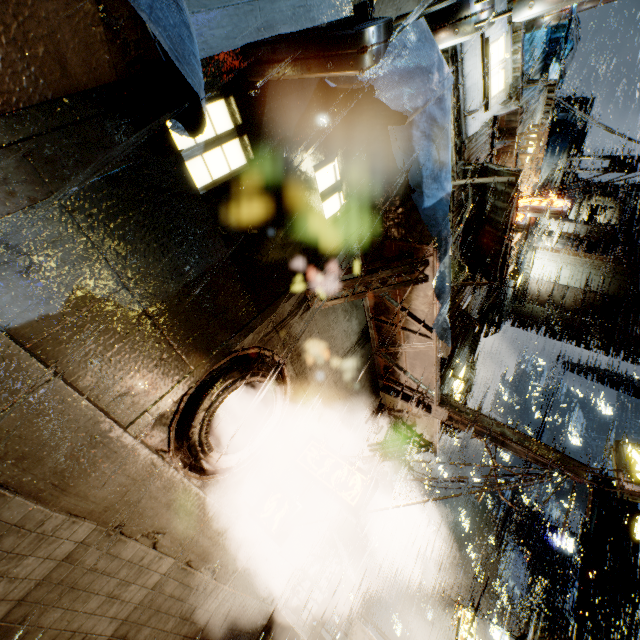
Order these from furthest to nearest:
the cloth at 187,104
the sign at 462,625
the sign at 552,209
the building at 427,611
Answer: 1. the building at 427,611
2. the sign at 462,625
3. the sign at 552,209
4. the cloth at 187,104

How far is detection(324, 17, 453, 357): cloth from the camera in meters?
3.5 m

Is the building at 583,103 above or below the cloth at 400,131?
above

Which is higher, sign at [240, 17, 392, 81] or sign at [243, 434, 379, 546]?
sign at [240, 17, 392, 81]

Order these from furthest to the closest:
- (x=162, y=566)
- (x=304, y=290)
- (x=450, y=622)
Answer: (x=450, y=622), (x=304, y=290), (x=162, y=566)

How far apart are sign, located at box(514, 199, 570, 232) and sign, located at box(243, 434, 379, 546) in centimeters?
1175cm

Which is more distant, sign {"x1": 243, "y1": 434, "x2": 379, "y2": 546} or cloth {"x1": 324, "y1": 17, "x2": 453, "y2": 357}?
sign {"x1": 243, "y1": 434, "x2": 379, "y2": 546}

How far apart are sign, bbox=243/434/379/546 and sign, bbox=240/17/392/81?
6.8 meters
